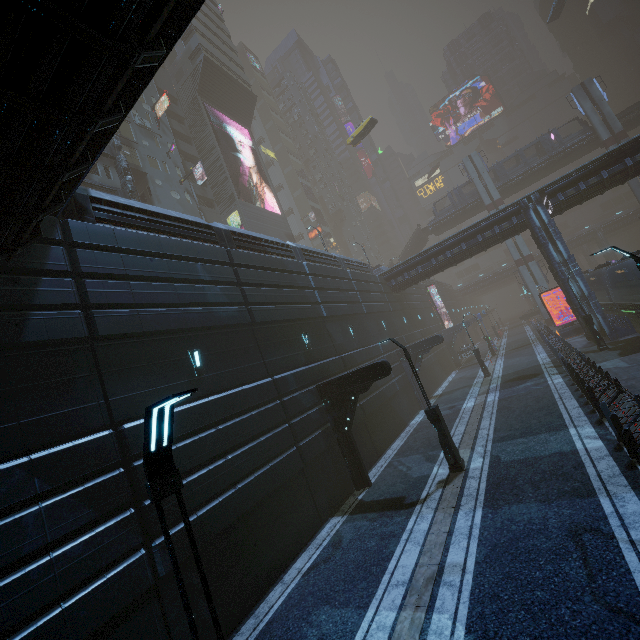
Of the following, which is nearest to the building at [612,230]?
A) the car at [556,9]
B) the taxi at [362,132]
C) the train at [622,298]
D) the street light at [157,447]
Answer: the train at [622,298]

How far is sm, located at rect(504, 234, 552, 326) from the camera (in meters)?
43.53

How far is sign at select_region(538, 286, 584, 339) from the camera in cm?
2962

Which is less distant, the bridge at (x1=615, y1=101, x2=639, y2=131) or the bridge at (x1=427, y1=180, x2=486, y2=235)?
the bridge at (x1=615, y1=101, x2=639, y2=131)

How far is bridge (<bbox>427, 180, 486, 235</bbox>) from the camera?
48.5 meters

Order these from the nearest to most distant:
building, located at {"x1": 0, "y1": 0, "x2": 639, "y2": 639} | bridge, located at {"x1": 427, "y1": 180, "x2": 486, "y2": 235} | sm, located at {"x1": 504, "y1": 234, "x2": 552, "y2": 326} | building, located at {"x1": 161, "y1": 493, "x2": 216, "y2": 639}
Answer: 1. building, located at {"x1": 0, "y1": 0, "x2": 639, "y2": 639}
2. building, located at {"x1": 161, "y1": 493, "x2": 216, "y2": 639}
3. sm, located at {"x1": 504, "y1": 234, "x2": 552, "y2": 326}
4. bridge, located at {"x1": 427, "y1": 180, "x2": 486, "y2": 235}

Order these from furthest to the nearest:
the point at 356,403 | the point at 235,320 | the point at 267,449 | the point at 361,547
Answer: the point at 356,403 < the point at 235,320 < the point at 267,449 < the point at 361,547

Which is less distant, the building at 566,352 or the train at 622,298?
the building at 566,352
